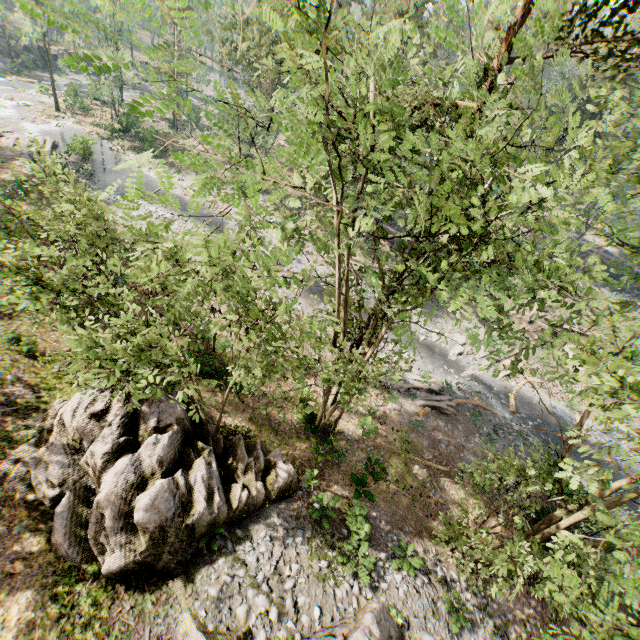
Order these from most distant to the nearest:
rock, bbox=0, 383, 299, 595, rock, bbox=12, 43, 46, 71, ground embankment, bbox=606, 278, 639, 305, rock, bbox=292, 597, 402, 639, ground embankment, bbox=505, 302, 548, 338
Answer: rock, bbox=12, 43, 46, 71 < ground embankment, bbox=606, 278, 639, 305 < ground embankment, bbox=505, 302, 548, 338 < rock, bbox=0, 383, 299, 595 < rock, bbox=292, 597, 402, 639

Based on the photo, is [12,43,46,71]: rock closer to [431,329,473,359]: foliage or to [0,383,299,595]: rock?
[431,329,473,359]: foliage

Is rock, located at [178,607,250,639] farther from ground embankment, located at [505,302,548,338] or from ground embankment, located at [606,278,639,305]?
ground embankment, located at [606,278,639,305]

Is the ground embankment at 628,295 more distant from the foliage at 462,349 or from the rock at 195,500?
the rock at 195,500

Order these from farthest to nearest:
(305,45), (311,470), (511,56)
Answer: (511,56), (305,45), (311,470)

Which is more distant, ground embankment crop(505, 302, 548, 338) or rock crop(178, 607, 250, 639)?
ground embankment crop(505, 302, 548, 338)

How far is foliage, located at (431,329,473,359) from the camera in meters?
28.6

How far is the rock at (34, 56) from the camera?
53.2m
